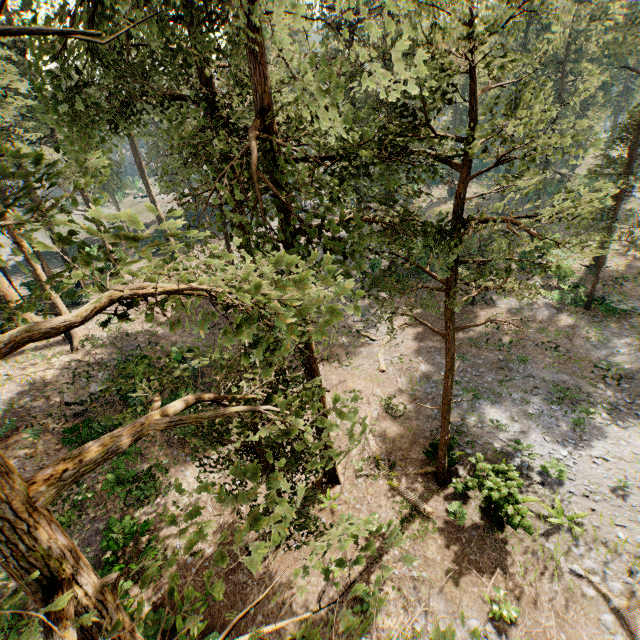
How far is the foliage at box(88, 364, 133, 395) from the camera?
5.6 meters

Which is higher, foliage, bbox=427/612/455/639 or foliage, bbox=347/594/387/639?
foliage, bbox=347/594/387/639

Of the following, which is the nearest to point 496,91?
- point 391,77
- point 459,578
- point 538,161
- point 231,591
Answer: point 538,161

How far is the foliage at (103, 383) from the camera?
5.6 meters

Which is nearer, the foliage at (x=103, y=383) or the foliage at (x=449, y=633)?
the foliage at (x=449, y=633)

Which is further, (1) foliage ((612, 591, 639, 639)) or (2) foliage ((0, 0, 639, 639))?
(1) foliage ((612, 591, 639, 639))

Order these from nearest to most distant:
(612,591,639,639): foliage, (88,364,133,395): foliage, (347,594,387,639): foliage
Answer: (347,594,387,639): foliage → (88,364,133,395): foliage → (612,591,639,639): foliage
